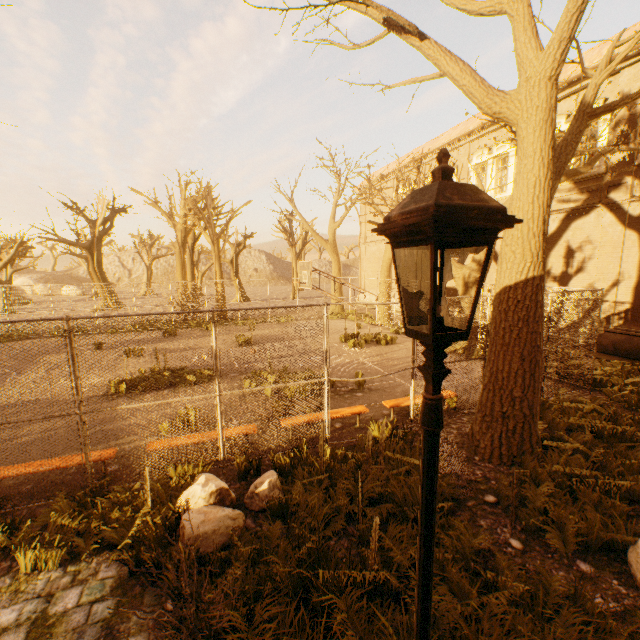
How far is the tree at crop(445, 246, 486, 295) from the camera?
12.3 meters

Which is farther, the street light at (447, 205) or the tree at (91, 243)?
the tree at (91, 243)

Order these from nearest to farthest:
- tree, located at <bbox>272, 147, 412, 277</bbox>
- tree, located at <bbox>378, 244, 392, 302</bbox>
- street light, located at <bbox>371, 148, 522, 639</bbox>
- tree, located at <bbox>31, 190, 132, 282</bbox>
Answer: street light, located at <bbox>371, 148, 522, 639</bbox>
tree, located at <bbox>272, 147, 412, 277</bbox>
tree, located at <bbox>378, 244, 392, 302</bbox>
tree, located at <bbox>31, 190, 132, 282</bbox>

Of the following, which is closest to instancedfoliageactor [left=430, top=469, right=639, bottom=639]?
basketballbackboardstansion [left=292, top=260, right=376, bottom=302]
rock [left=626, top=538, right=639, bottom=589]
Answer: rock [left=626, top=538, right=639, bottom=589]

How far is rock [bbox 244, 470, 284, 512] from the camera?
4.8 meters

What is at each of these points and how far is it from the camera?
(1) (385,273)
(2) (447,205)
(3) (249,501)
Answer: (1) tree, 19.8m
(2) street light, 1.3m
(3) rock, 4.9m

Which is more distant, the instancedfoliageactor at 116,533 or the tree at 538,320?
the tree at 538,320

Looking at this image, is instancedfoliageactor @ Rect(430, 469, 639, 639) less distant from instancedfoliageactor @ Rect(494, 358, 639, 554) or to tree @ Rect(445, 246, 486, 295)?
tree @ Rect(445, 246, 486, 295)
